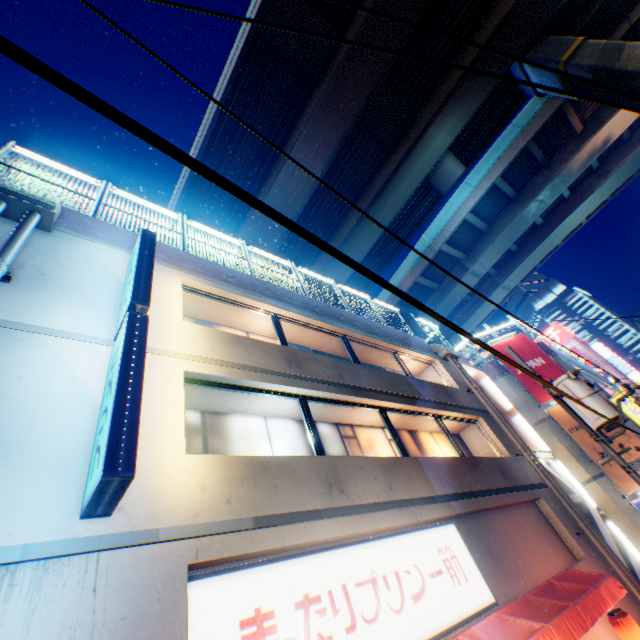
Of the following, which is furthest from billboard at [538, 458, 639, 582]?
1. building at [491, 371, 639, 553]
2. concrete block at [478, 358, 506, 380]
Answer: concrete block at [478, 358, 506, 380]

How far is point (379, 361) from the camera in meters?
13.1

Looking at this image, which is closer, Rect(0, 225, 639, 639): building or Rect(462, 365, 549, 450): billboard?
Rect(0, 225, 639, 639): building

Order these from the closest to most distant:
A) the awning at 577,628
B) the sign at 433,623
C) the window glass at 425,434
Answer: the sign at 433,623 < the awning at 577,628 < the window glass at 425,434

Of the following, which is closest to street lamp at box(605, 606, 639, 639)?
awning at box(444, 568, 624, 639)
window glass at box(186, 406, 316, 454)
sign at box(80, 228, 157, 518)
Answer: awning at box(444, 568, 624, 639)

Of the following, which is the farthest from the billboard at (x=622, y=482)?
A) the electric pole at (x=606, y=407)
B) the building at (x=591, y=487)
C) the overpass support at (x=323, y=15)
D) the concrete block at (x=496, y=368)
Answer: the overpass support at (x=323, y=15)

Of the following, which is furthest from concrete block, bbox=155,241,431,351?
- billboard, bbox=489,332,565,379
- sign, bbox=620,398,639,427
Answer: sign, bbox=620,398,639,427

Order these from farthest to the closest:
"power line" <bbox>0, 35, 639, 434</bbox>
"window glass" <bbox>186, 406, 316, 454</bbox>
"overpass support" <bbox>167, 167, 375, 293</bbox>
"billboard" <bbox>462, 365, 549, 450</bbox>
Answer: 1. "overpass support" <bbox>167, 167, 375, 293</bbox>
2. "billboard" <bbox>462, 365, 549, 450</bbox>
3. "window glass" <bbox>186, 406, 316, 454</bbox>
4. "power line" <bbox>0, 35, 639, 434</bbox>
